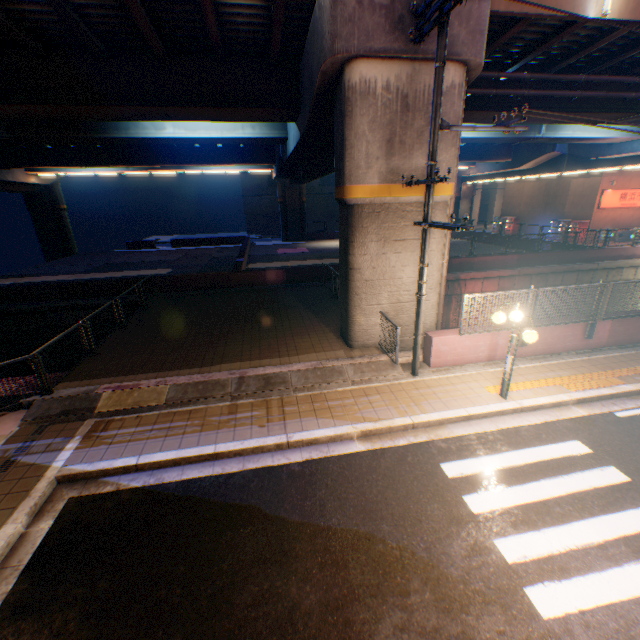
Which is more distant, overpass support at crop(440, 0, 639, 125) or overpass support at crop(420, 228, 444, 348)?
overpass support at crop(420, 228, 444, 348)

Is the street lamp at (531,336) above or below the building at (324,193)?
below

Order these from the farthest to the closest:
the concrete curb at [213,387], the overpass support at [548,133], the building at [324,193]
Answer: the building at [324,193], the overpass support at [548,133], the concrete curb at [213,387]

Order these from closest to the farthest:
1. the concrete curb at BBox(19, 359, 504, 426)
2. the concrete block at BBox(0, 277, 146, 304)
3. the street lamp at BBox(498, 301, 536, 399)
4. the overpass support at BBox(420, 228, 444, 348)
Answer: the street lamp at BBox(498, 301, 536, 399)
the concrete curb at BBox(19, 359, 504, 426)
the overpass support at BBox(420, 228, 444, 348)
the concrete block at BBox(0, 277, 146, 304)

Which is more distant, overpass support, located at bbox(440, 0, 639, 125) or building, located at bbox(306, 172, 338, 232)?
building, located at bbox(306, 172, 338, 232)

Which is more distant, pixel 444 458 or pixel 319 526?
pixel 444 458

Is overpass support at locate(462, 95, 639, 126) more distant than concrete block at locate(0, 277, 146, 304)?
No

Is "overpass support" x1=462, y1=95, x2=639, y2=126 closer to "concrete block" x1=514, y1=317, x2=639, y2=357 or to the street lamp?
"concrete block" x1=514, y1=317, x2=639, y2=357
